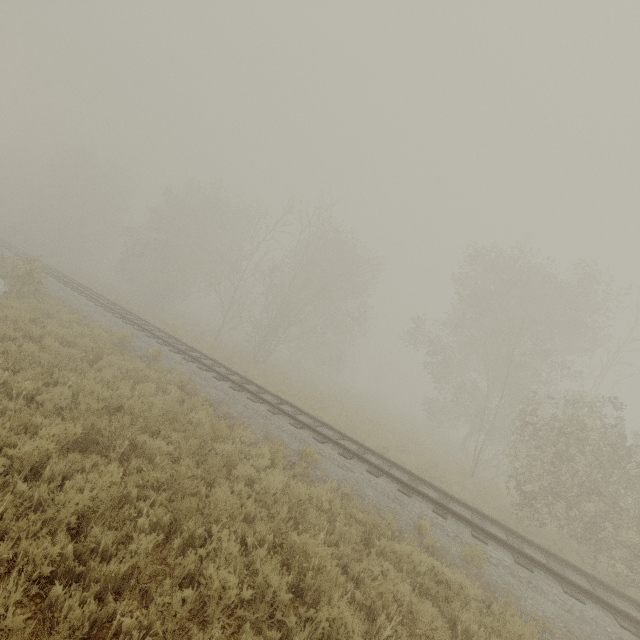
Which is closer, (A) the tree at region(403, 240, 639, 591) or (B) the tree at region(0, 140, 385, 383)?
(A) the tree at region(403, 240, 639, 591)

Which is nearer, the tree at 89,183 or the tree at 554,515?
the tree at 554,515

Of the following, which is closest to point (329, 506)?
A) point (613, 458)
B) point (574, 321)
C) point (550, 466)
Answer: point (550, 466)
